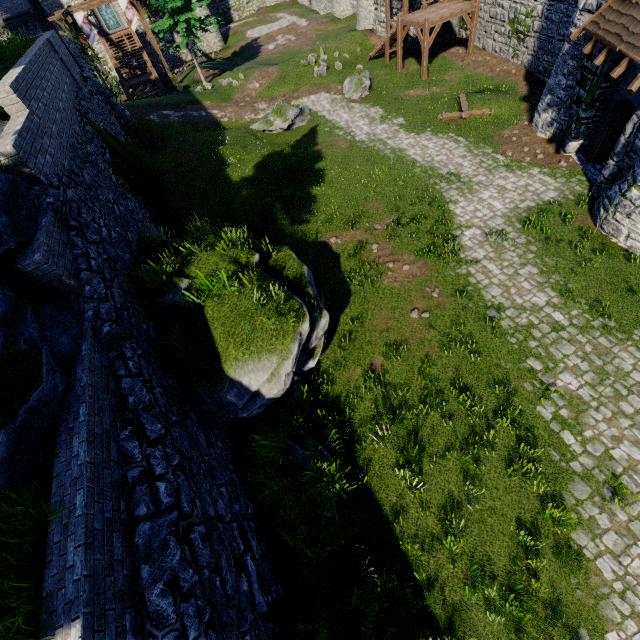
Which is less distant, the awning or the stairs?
the awning

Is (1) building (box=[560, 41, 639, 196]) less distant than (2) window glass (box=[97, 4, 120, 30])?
Yes

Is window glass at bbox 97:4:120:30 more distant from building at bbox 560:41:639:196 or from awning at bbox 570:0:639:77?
awning at bbox 570:0:639:77

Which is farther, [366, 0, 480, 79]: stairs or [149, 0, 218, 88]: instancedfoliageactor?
[149, 0, 218, 88]: instancedfoliageactor

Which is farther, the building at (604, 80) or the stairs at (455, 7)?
the stairs at (455, 7)

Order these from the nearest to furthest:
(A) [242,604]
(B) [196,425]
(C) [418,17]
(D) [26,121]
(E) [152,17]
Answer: (A) [242,604] < (B) [196,425] < (D) [26,121] < (C) [418,17] < (E) [152,17]

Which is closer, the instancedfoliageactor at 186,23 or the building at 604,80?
the building at 604,80
